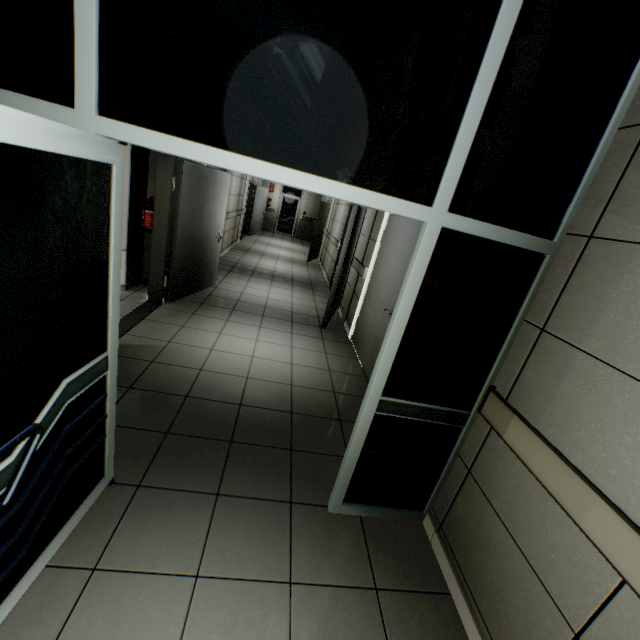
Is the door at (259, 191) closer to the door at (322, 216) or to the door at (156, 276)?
the door at (322, 216)

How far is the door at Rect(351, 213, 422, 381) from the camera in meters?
3.7

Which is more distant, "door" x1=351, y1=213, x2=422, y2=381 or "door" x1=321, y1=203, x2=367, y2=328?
"door" x1=321, y1=203, x2=367, y2=328

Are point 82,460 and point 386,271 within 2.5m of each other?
no

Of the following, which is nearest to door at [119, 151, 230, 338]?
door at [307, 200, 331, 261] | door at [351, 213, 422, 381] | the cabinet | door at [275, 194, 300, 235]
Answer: the cabinet

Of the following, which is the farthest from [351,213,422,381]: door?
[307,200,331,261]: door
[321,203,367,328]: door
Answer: [307,200,331,261]: door

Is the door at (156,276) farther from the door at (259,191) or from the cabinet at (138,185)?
the door at (259,191)

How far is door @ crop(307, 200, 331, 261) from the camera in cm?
1062
